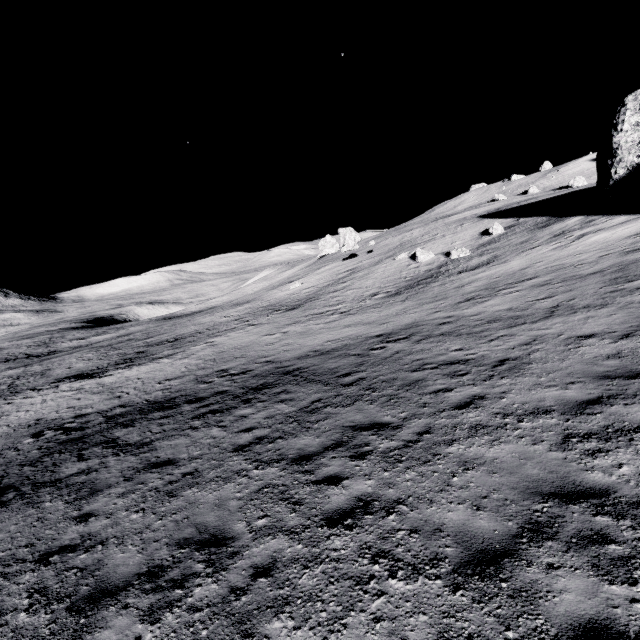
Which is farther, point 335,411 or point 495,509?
point 335,411
